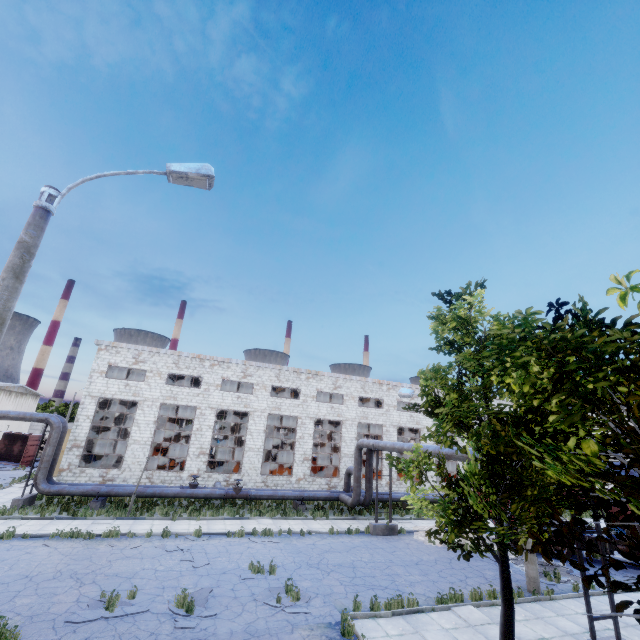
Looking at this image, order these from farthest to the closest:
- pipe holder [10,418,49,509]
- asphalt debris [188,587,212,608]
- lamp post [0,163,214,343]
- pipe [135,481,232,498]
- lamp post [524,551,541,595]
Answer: pipe [135,481,232,498] < pipe holder [10,418,49,509] < lamp post [524,551,541,595] < asphalt debris [188,587,212,608] < lamp post [0,163,214,343]

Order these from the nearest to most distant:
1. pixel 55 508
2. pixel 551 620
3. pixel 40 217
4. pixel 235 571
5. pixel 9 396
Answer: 1. pixel 40 217
2. pixel 551 620
3. pixel 235 571
4. pixel 55 508
5. pixel 9 396

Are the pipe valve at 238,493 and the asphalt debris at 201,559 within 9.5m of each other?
yes

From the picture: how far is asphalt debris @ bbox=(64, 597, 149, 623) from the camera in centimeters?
897cm

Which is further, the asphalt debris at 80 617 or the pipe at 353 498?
the pipe at 353 498

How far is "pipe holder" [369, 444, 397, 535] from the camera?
19.4m

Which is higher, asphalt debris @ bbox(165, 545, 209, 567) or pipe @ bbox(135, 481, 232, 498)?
pipe @ bbox(135, 481, 232, 498)

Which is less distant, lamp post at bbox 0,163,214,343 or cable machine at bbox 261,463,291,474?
lamp post at bbox 0,163,214,343
